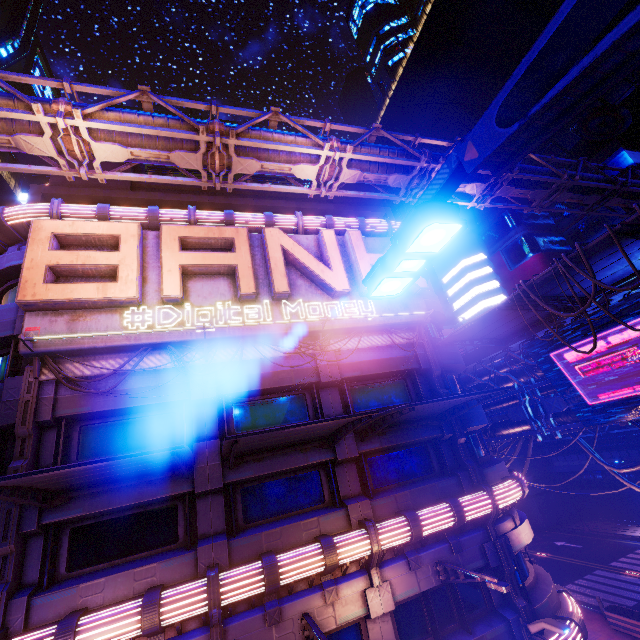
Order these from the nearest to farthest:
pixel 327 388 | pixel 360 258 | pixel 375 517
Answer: pixel 375 517 → pixel 327 388 → pixel 360 258

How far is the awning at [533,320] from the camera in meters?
11.8

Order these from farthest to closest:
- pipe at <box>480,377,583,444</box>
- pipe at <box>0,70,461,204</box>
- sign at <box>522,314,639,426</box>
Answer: pipe at <box>480,377,583,444</box> < sign at <box>522,314,639,426</box> < pipe at <box>0,70,461,204</box>

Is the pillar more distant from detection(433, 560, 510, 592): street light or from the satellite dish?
the satellite dish

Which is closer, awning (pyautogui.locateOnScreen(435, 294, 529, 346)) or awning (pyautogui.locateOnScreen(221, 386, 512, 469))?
awning (pyautogui.locateOnScreen(221, 386, 512, 469))

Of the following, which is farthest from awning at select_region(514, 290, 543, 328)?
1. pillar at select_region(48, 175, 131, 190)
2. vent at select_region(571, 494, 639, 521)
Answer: vent at select_region(571, 494, 639, 521)

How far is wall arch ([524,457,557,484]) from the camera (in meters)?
38.28

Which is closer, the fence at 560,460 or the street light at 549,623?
the street light at 549,623
